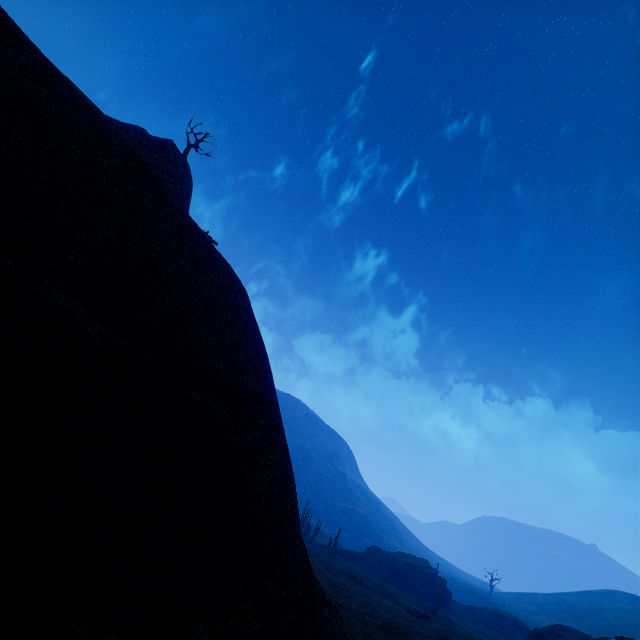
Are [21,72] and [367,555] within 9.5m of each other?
no

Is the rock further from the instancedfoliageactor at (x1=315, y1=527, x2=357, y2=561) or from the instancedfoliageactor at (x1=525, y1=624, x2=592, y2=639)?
the instancedfoliageactor at (x1=525, y1=624, x2=592, y2=639)

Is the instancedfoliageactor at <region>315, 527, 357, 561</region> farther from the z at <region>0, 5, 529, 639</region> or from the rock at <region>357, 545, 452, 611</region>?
the rock at <region>357, 545, 452, 611</region>

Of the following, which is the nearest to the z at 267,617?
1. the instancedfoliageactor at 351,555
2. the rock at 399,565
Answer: the instancedfoliageactor at 351,555

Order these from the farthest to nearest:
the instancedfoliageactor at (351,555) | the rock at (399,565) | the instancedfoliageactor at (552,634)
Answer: the rock at (399,565) → the instancedfoliageactor at (351,555) → the instancedfoliageactor at (552,634)

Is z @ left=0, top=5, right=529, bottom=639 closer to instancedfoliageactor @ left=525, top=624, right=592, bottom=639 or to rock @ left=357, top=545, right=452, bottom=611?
instancedfoliageactor @ left=525, top=624, right=592, bottom=639

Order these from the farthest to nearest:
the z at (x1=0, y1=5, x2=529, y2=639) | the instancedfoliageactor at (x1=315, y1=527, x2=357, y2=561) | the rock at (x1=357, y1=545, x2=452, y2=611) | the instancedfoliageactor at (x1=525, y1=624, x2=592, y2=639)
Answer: the rock at (x1=357, y1=545, x2=452, y2=611) → the instancedfoliageactor at (x1=315, y1=527, x2=357, y2=561) → the instancedfoliageactor at (x1=525, y1=624, x2=592, y2=639) → the z at (x1=0, y1=5, x2=529, y2=639)

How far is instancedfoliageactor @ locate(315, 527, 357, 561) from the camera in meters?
47.4
